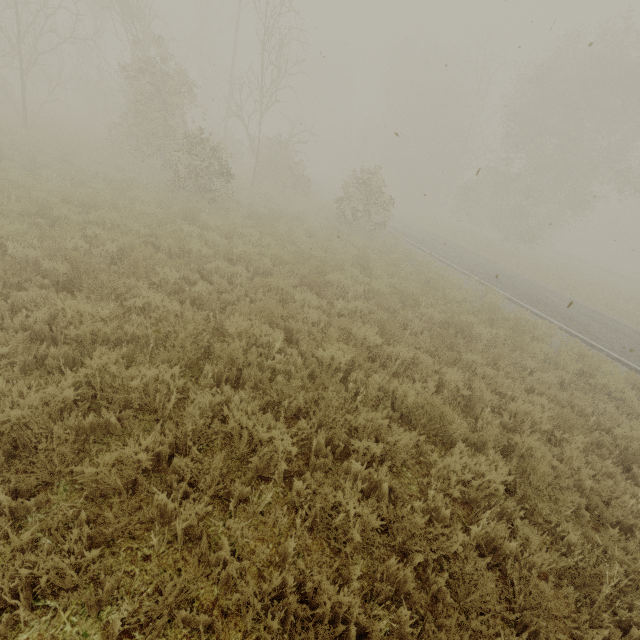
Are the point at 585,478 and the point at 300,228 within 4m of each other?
no
